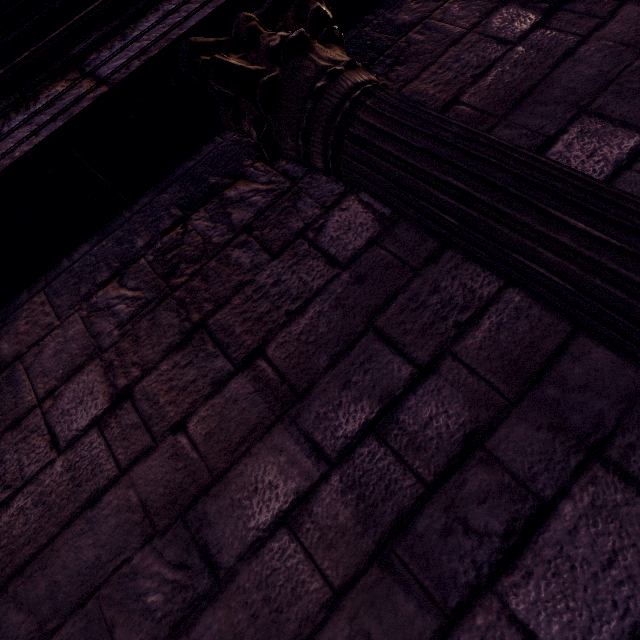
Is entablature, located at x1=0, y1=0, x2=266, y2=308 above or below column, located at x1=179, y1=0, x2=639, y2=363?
above

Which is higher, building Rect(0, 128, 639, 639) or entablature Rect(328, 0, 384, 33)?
entablature Rect(328, 0, 384, 33)

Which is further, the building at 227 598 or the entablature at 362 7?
the entablature at 362 7

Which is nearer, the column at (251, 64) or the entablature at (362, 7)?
the column at (251, 64)

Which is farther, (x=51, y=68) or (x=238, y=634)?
(x=51, y=68)

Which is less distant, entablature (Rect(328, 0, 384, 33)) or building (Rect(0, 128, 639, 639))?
building (Rect(0, 128, 639, 639))
